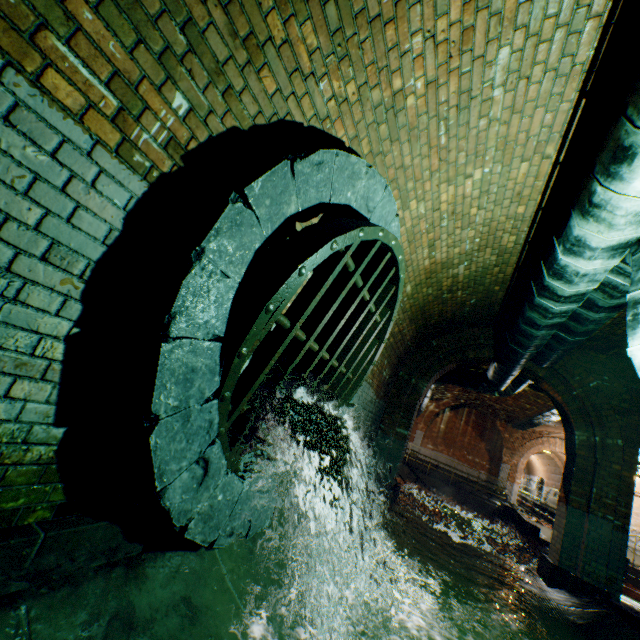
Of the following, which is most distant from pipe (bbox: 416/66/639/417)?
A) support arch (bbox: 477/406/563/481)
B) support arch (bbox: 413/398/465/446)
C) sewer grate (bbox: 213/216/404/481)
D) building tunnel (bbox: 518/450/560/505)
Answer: building tunnel (bbox: 518/450/560/505)

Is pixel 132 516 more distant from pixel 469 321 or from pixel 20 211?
pixel 469 321

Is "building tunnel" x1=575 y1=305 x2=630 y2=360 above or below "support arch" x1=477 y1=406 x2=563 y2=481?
above

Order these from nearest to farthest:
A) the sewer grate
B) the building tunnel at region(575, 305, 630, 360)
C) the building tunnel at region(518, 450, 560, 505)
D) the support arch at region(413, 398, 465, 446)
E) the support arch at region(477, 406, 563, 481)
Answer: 1. the sewer grate
2. the building tunnel at region(575, 305, 630, 360)
3. the support arch at region(477, 406, 563, 481)
4. the support arch at region(413, 398, 465, 446)
5. the building tunnel at region(518, 450, 560, 505)

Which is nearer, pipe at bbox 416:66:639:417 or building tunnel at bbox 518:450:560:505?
pipe at bbox 416:66:639:417

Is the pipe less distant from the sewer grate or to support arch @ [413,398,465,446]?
the sewer grate

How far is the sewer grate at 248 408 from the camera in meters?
2.0

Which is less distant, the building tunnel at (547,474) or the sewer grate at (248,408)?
the sewer grate at (248,408)
